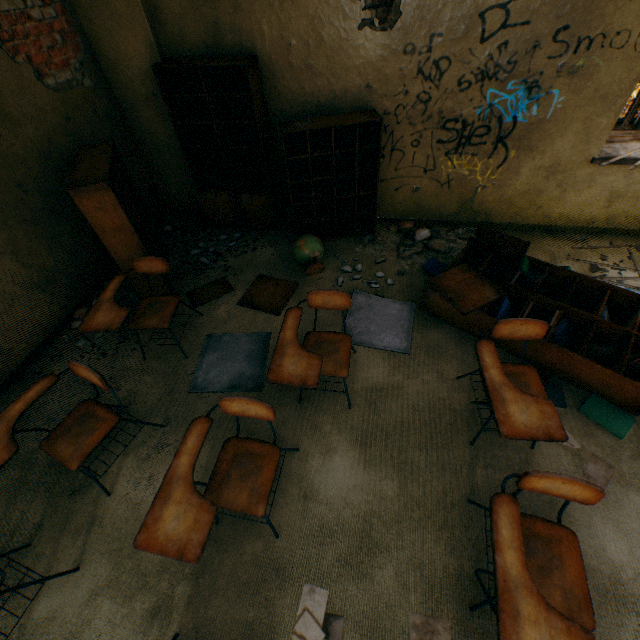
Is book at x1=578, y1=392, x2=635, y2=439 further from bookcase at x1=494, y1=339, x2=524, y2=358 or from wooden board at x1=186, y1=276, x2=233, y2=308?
wooden board at x1=186, y1=276, x2=233, y2=308

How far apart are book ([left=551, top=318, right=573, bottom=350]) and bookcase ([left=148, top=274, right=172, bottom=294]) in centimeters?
369cm

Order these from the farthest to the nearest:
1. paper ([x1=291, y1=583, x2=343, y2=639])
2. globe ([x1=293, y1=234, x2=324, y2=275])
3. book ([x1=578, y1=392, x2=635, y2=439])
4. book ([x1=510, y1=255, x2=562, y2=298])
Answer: globe ([x1=293, y1=234, x2=324, y2=275]) → book ([x1=510, y1=255, x2=562, y2=298]) → book ([x1=578, y1=392, x2=635, y2=439]) → paper ([x1=291, y1=583, x2=343, y2=639])

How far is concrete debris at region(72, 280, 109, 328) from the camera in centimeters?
337cm

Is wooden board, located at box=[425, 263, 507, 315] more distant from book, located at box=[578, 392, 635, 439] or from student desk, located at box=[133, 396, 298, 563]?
student desk, located at box=[133, 396, 298, 563]

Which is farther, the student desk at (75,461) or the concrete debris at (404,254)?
the concrete debris at (404,254)

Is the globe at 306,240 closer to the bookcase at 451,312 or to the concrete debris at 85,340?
the bookcase at 451,312

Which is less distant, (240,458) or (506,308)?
(240,458)
